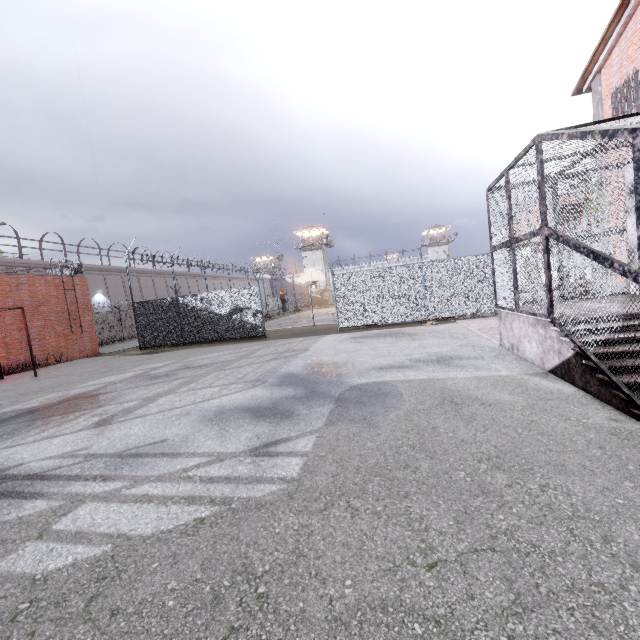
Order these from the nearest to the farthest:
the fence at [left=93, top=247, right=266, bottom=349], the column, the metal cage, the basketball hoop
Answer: the metal cage
the column
the fence at [left=93, top=247, right=266, bottom=349]
the basketball hoop

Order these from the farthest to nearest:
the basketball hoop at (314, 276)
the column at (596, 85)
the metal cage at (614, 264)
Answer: the basketball hoop at (314, 276) < the column at (596, 85) < the metal cage at (614, 264)

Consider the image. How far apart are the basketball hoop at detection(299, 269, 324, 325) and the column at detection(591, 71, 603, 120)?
14.0 meters

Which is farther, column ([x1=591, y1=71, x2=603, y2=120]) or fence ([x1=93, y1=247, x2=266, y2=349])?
fence ([x1=93, y1=247, x2=266, y2=349])

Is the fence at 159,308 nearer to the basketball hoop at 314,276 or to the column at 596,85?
the column at 596,85

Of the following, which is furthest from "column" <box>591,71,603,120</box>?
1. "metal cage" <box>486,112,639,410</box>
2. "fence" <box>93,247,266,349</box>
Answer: "metal cage" <box>486,112,639,410</box>

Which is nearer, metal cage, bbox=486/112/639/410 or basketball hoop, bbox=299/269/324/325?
metal cage, bbox=486/112/639/410

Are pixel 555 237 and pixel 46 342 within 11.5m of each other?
no
